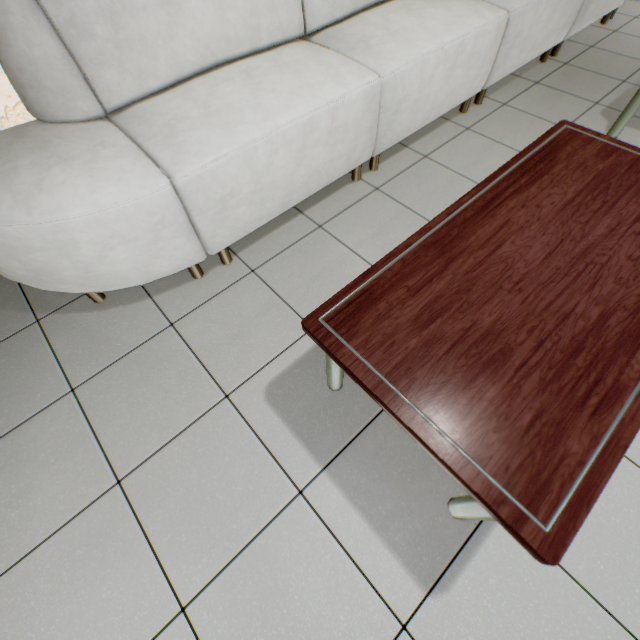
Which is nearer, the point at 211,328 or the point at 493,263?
the point at 493,263
